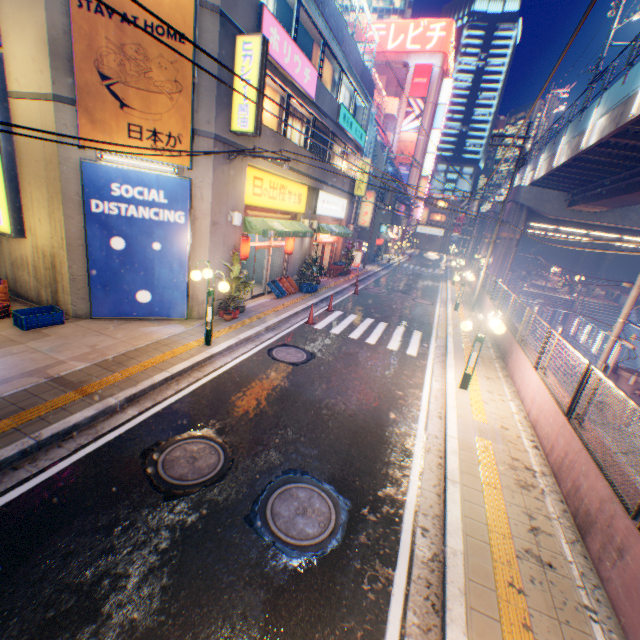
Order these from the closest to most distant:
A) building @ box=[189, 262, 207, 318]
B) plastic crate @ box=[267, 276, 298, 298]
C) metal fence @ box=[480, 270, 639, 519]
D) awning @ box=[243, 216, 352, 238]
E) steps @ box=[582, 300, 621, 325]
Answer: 1. metal fence @ box=[480, 270, 639, 519]
2. building @ box=[189, 262, 207, 318]
3. awning @ box=[243, 216, 352, 238]
4. plastic crate @ box=[267, 276, 298, 298]
5. steps @ box=[582, 300, 621, 325]

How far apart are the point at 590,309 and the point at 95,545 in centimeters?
4006cm

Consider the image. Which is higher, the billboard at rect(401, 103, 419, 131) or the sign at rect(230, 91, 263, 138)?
the billboard at rect(401, 103, 419, 131)

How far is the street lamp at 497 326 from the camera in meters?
8.1 m

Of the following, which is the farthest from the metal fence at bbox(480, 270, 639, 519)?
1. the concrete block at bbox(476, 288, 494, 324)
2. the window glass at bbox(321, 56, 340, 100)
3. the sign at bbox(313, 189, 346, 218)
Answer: the sign at bbox(313, 189, 346, 218)

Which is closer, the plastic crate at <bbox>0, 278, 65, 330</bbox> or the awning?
the plastic crate at <bbox>0, 278, 65, 330</bbox>

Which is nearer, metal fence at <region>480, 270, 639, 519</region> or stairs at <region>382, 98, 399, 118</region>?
metal fence at <region>480, 270, 639, 519</region>

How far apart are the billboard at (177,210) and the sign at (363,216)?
24.1m
